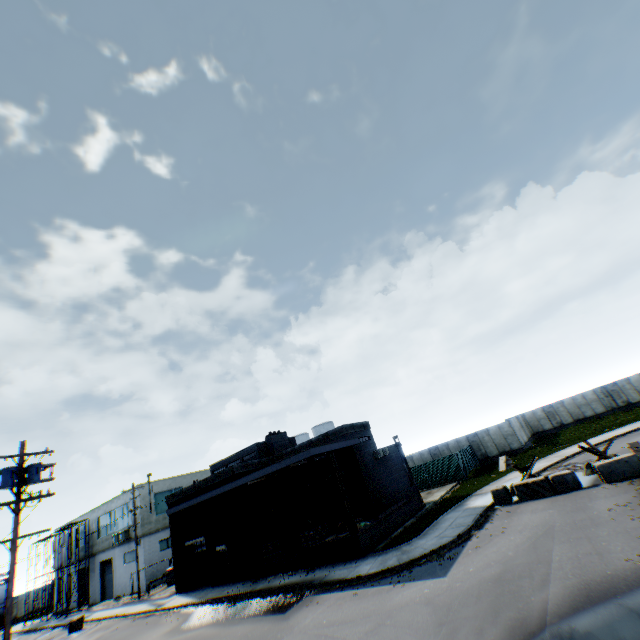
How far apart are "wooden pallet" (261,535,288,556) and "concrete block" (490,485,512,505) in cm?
1366

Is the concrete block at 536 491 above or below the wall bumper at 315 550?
below

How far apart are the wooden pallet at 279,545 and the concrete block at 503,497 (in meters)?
13.66

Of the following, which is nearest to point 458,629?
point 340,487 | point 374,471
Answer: point 340,487

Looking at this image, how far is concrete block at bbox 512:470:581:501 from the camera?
16.4 meters

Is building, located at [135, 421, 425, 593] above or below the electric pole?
below

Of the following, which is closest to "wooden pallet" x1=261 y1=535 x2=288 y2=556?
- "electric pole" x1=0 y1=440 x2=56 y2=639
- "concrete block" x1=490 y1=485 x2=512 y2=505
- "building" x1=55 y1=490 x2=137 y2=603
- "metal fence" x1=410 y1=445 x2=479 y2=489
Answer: "electric pole" x1=0 y1=440 x2=56 y2=639

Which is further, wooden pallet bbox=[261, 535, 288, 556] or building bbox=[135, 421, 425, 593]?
wooden pallet bbox=[261, 535, 288, 556]
